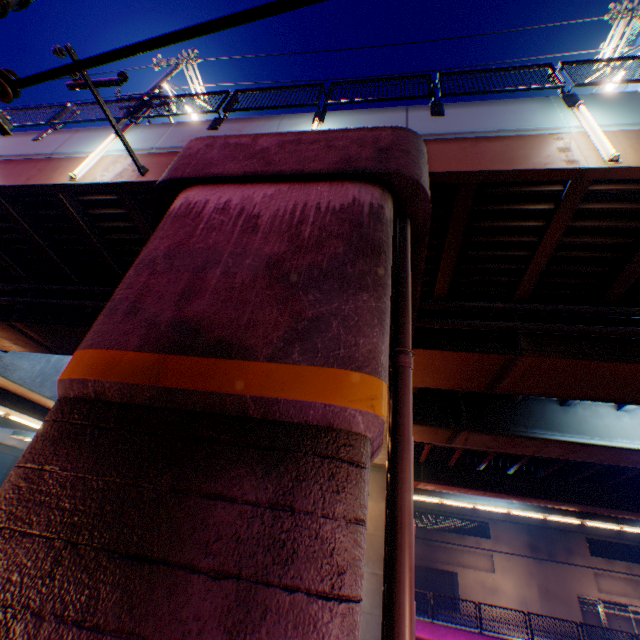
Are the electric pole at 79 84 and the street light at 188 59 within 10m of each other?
yes

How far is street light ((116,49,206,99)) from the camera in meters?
11.1 m

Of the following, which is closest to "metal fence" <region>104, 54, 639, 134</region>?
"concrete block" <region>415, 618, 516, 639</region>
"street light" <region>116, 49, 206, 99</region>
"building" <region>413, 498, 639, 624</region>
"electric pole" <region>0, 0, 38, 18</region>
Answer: "concrete block" <region>415, 618, 516, 639</region>

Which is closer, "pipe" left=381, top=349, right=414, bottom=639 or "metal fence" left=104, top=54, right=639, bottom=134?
"pipe" left=381, top=349, right=414, bottom=639

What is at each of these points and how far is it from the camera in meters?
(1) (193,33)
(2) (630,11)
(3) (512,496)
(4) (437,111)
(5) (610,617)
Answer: (1) power line, 1.3 m
(2) street light, 10.3 m
(3) overpass support, 20.0 m
(4) metal fence, 6.6 m
(5) building, 32.2 m

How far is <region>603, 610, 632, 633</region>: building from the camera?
31.72m

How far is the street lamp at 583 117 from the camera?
5.0 meters

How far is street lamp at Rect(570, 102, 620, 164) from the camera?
5.0 meters
